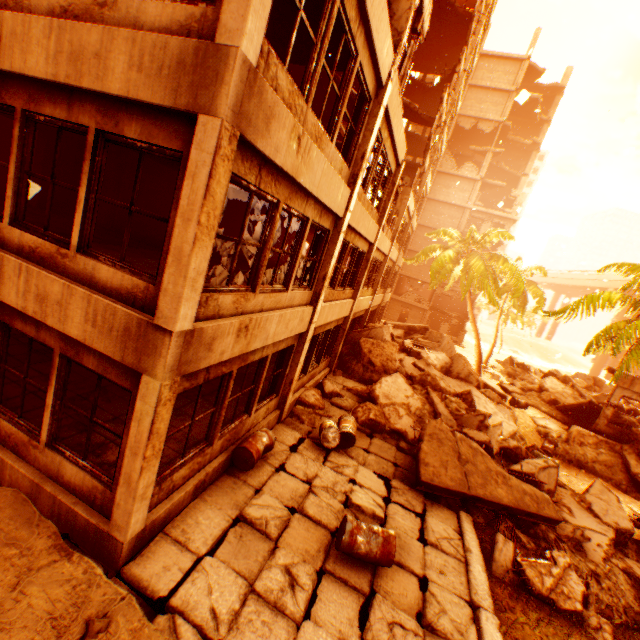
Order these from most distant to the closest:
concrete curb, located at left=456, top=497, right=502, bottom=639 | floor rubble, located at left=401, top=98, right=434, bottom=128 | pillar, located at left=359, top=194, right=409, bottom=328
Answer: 1. floor rubble, located at left=401, top=98, right=434, bottom=128
2. pillar, located at left=359, top=194, right=409, bottom=328
3. concrete curb, located at left=456, top=497, right=502, bottom=639

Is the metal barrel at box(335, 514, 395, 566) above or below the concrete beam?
below

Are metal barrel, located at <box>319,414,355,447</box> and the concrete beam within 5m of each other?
no

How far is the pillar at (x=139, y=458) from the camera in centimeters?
394cm

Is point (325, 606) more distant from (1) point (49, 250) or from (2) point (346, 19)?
(2) point (346, 19)

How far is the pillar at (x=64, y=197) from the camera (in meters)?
10.90

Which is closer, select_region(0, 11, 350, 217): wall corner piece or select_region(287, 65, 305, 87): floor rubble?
select_region(0, 11, 350, 217): wall corner piece

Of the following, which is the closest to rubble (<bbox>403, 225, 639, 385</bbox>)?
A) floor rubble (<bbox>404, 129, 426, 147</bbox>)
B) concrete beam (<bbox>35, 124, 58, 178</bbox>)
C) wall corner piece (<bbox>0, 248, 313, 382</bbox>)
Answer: wall corner piece (<bbox>0, 248, 313, 382</bbox>)
